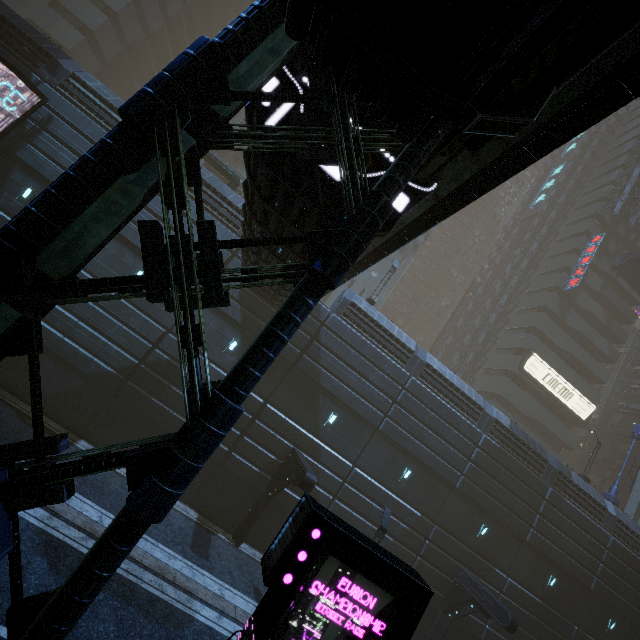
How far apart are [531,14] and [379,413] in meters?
17.4 m

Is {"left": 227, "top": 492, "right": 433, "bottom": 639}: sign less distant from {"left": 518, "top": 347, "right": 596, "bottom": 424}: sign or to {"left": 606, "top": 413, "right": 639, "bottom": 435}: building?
{"left": 606, "top": 413, "right": 639, "bottom": 435}: building

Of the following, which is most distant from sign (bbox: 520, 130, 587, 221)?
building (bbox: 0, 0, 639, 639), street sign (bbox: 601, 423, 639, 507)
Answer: street sign (bbox: 601, 423, 639, 507)

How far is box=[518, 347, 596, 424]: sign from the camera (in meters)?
34.53

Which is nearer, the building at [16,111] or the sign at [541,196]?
the building at [16,111]

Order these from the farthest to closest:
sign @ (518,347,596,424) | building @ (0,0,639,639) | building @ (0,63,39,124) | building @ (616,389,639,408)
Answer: building @ (616,389,639,408) → sign @ (518,347,596,424) → building @ (0,63,39,124) → building @ (0,0,639,639)

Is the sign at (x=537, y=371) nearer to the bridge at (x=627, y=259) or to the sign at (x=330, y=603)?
the bridge at (x=627, y=259)

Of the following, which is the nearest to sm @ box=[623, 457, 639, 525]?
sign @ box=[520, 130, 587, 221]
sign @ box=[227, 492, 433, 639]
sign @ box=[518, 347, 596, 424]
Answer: sign @ box=[518, 347, 596, 424]
